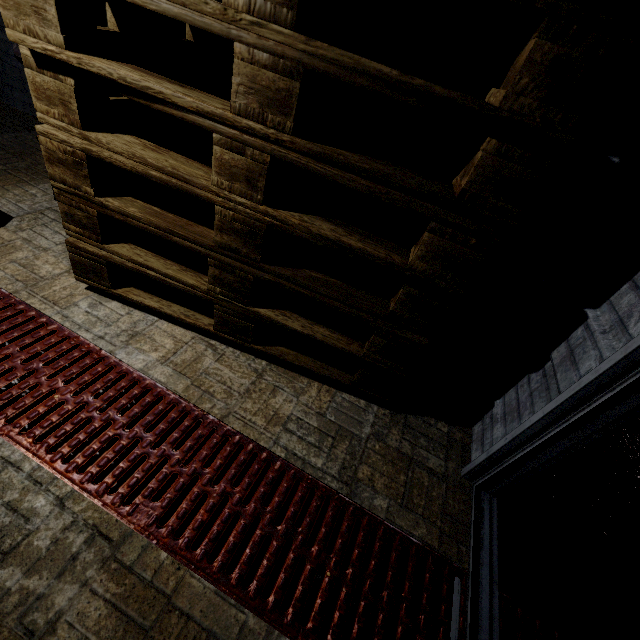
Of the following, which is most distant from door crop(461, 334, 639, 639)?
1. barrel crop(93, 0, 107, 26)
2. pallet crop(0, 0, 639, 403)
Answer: barrel crop(93, 0, 107, 26)

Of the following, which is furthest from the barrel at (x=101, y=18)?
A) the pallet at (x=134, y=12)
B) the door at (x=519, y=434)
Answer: the door at (x=519, y=434)

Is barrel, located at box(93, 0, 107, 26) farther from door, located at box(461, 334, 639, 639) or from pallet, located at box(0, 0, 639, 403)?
door, located at box(461, 334, 639, 639)

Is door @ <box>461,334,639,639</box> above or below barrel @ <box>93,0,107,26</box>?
below

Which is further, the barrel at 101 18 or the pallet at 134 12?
the barrel at 101 18

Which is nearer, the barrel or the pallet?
the pallet

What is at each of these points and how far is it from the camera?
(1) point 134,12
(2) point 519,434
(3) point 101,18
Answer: (1) pallet, 1.1 meters
(2) door, 1.1 meters
(3) barrel, 1.4 meters
